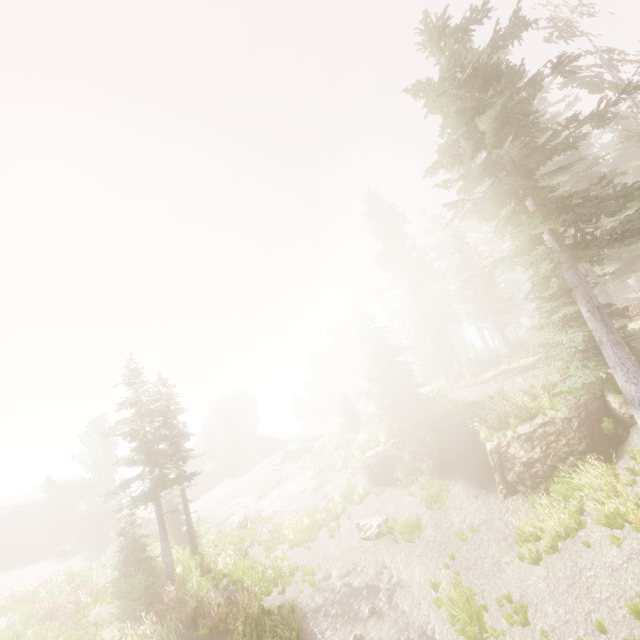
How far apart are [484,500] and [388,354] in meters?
9.7

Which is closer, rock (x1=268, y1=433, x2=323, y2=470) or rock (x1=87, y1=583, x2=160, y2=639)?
rock (x1=87, y1=583, x2=160, y2=639)

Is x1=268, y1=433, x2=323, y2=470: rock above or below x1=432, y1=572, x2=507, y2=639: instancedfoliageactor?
above

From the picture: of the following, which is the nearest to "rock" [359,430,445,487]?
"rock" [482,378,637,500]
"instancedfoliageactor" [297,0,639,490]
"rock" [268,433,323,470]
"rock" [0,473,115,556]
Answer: "instancedfoliageactor" [297,0,639,490]

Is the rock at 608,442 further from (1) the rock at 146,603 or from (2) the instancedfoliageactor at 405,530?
(1) the rock at 146,603

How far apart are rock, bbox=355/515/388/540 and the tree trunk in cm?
2828

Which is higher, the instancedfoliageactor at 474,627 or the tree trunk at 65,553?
the tree trunk at 65,553

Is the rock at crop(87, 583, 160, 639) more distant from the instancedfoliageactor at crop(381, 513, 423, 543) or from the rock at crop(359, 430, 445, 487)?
the rock at crop(359, 430, 445, 487)
